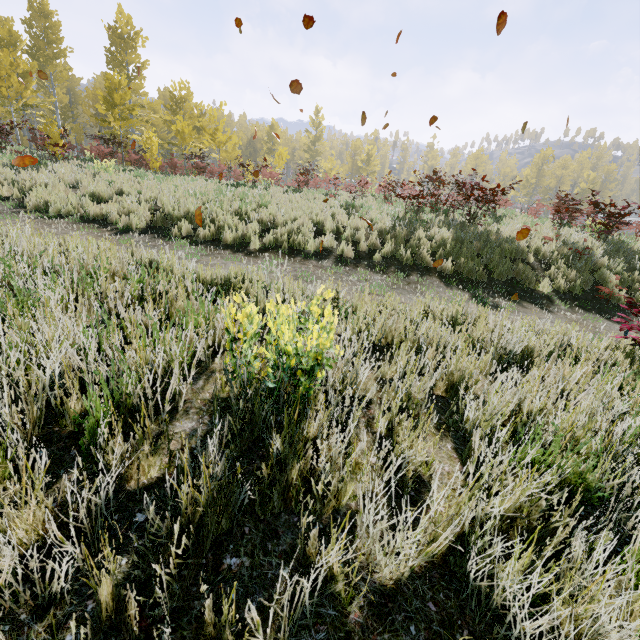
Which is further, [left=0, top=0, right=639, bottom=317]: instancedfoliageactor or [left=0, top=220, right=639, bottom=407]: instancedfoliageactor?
[left=0, top=0, right=639, bottom=317]: instancedfoliageactor

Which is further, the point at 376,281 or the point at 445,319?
the point at 376,281

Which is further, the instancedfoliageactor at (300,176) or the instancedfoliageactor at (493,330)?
the instancedfoliageactor at (300,176)
